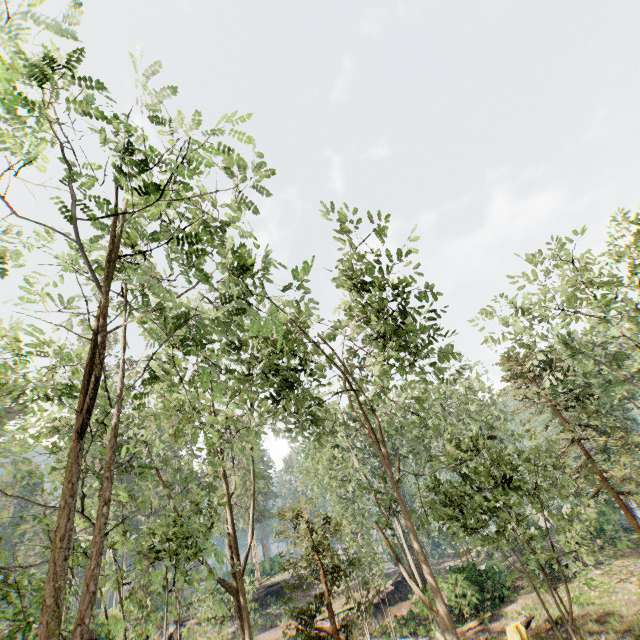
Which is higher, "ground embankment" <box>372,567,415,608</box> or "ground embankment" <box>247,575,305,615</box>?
"ground embankment" <box>247,575,305,615</box>

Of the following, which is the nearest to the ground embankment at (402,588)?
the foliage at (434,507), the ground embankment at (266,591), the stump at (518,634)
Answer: the foliage at (434,507)

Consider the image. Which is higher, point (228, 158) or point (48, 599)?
point (228, 158)

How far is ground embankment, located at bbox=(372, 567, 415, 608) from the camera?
29.6m

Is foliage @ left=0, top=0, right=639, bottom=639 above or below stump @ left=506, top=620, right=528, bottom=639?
above

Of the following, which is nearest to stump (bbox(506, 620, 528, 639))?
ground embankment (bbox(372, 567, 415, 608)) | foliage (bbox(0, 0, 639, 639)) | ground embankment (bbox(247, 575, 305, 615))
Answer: foliage (bbox(0, 0, 639, 639))

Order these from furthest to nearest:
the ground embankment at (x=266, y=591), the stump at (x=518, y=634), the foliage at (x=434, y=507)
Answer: the ground embankment at (x=266, y=591) → the stump at (x=518, y=634) → the foliage at (x=434, y=507)

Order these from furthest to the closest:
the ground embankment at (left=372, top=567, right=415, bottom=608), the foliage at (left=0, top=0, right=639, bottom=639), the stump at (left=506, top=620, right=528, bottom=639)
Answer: the ground embankment at (left=372, top=567, right=415, bottom=608)
the stump at (left=506, top=620, right=528, bottom=639)
the foliage at (left=0, top=0, right=639, bottom=639)
